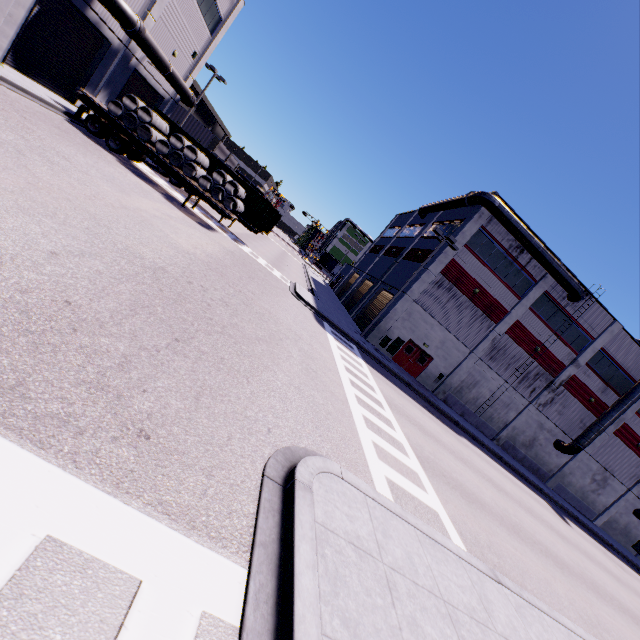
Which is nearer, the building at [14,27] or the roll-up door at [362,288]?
the building at [14,27]

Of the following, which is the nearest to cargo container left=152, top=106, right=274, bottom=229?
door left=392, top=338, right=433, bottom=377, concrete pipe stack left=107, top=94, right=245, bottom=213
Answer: concrete pipe stack left=107, top=94, right=245, bottom=213

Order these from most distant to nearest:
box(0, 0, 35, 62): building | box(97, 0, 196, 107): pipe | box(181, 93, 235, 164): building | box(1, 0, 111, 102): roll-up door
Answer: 1. box(181, 93, 235, 164): building
2. box(97, 0, 196, 107): pipe
3. box(1, 0, 111, 102): roll-up door
4. box(0, 0, 35, 62): building

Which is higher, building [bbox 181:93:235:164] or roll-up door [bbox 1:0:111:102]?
building [bbox 181:93:235:164]

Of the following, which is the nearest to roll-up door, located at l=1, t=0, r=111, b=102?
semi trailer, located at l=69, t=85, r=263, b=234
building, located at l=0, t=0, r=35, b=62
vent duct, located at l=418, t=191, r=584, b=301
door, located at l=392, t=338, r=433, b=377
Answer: building, located at l=0, t=0, r=35, b=62

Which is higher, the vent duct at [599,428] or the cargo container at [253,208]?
the vent duct at [599,428]

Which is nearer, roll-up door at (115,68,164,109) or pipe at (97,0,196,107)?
pipe at (97,0,196,107)

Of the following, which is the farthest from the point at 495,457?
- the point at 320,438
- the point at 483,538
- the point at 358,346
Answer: the point at 320,438
